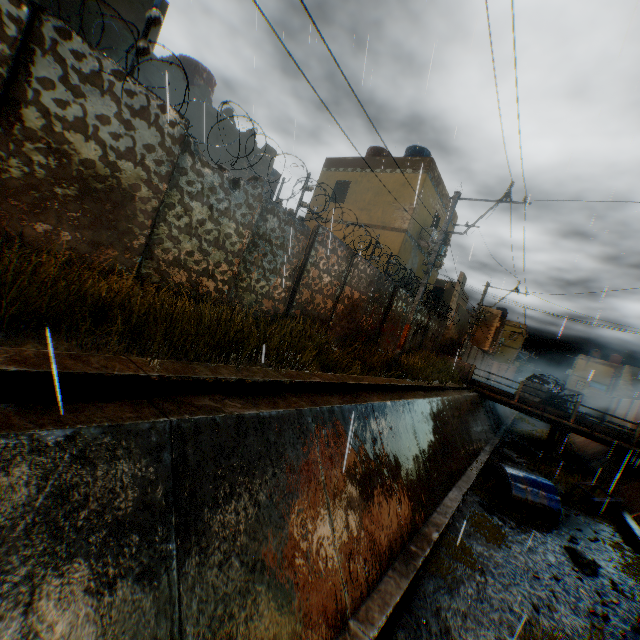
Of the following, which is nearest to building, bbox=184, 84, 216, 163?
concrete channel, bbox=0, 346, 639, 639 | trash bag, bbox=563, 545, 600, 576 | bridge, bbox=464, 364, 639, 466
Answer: concrete channel, bbox=0, 346, 639, 639

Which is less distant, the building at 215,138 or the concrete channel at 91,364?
the concrete channel at 91,364

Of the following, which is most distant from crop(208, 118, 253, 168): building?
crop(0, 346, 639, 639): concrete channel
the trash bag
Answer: the trash bag

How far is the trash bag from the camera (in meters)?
7.80

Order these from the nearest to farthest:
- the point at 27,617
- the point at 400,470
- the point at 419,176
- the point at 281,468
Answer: the point at 27,617 → the point at 281,468 → the point at 419,176 → the point at 400,470

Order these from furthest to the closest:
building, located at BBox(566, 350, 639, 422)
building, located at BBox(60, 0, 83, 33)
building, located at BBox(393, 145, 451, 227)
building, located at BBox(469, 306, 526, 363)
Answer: building, located at BBox(566, 350, 639, 422)
building, located at BBox(469, 306, 526, 363)
building, located at BBox(393, 145, 451, 227)
building, located at BBox(60, 0, 83, 33)

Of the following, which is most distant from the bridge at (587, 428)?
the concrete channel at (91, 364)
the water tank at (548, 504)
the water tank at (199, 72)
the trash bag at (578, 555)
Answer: the water tank at (199, 72)

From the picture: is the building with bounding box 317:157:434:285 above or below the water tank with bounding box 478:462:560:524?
above
